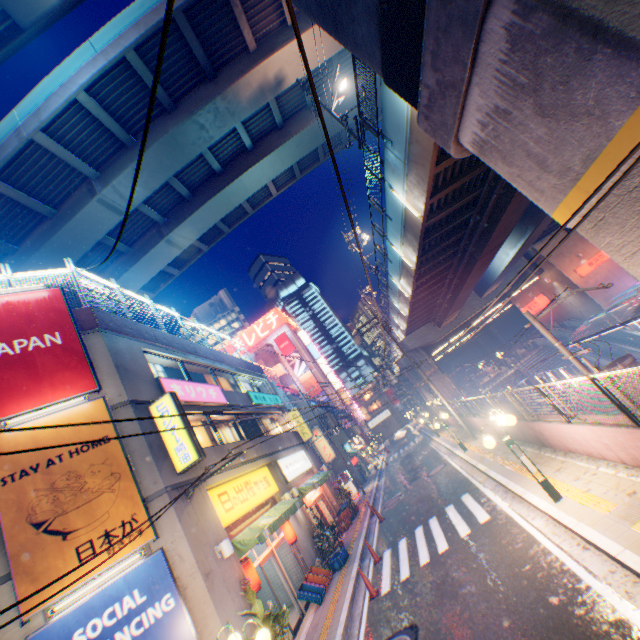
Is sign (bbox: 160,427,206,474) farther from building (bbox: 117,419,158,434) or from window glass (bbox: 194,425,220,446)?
window glass (bbox: 194,425,220,446)

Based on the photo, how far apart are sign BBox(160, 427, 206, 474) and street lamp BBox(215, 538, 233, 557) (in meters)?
2.32

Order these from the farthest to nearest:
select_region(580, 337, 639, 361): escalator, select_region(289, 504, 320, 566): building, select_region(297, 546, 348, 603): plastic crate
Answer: select_region(580, 337, 639, 361): escalator, select_region(289, 504, 320, 566): building, select_region(297, 546, 348, 603): plastic crate

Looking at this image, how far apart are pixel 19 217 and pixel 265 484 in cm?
2083

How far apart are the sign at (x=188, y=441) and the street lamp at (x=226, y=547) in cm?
232

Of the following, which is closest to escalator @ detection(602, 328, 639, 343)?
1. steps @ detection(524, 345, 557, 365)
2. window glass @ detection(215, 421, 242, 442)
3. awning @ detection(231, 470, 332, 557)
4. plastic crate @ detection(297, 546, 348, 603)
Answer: steps @ detection(524, 345, 557, 365)

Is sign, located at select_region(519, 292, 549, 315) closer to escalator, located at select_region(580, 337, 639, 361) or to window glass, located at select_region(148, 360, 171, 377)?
escalator, located at select_region(580, 337, 639, 361)

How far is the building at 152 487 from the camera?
9.1 meters
